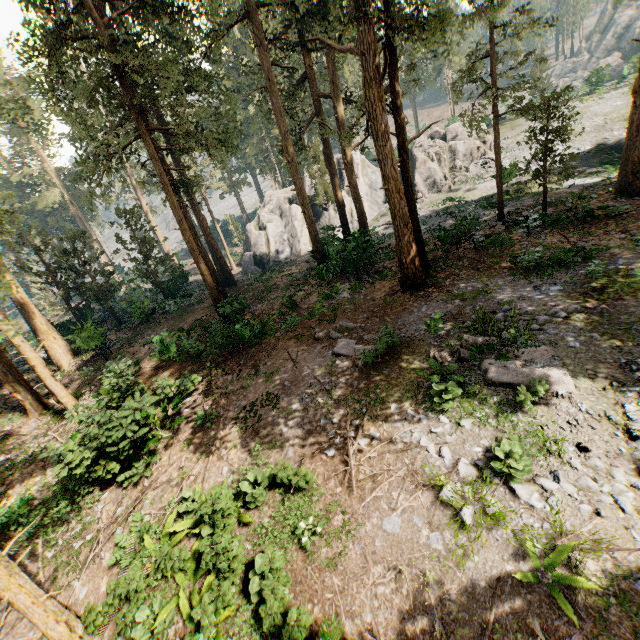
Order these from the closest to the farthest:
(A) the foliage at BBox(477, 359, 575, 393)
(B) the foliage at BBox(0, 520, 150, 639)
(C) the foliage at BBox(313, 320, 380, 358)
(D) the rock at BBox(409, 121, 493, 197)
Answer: (B) the foliage at BBox(0, 520, 150, 639)
(A) the foliage at BBox(477, 359, 575, 393)
(C) the foliage at BBox(313, 320, 380, 358)
(D) the rock at BBox(409, 121, 493, 197)

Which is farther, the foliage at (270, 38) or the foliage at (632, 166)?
the foliage at (632, 166)

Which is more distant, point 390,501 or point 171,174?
point 171,174

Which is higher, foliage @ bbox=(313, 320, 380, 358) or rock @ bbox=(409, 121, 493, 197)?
rock @ bbox=(409, 121, 493, 197)

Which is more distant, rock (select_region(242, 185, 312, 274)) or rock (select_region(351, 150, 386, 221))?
rock (select_region(351, 150, 386, 221))

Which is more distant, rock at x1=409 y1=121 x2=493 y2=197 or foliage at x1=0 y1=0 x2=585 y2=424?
rock at x1=409 y1=121 x2=493 y2=197

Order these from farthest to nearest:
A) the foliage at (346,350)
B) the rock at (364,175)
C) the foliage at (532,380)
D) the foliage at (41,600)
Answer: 1. the rock at (364,175)
2. the foliage at (346,350)
3. the foliage at (532,380)
4. the foliage at (41,600)

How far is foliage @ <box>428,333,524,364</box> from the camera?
10.10m
